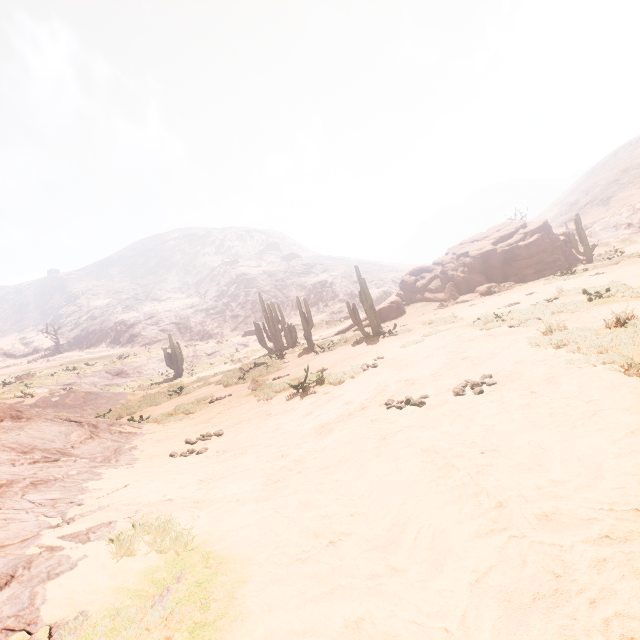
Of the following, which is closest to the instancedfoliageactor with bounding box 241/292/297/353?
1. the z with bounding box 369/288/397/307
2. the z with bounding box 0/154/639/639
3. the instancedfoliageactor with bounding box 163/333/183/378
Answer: the z with bounding box 0/154/639/639

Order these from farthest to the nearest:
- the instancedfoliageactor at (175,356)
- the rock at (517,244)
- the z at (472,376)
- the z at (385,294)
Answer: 1. the z at (385,294)
2. the instancedfoliageactor at (175,356)
3. the rock at (517,244)
4. the z at (472,376)

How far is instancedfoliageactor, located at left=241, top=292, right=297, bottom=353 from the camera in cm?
2592

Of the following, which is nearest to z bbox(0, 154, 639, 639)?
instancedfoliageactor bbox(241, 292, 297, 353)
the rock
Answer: instancedfoliageactor bbox(241, 292, 297, 353)

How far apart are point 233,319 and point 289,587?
59.8 meters

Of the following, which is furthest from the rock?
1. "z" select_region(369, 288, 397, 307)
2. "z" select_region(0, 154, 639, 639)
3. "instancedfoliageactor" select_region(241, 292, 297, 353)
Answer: "z" select_region(369, 288, 397, 307)

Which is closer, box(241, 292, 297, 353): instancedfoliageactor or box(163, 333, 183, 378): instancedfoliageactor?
box(241, 292, 297, 353): instancedfoliageactor

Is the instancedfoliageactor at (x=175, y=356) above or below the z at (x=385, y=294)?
below
